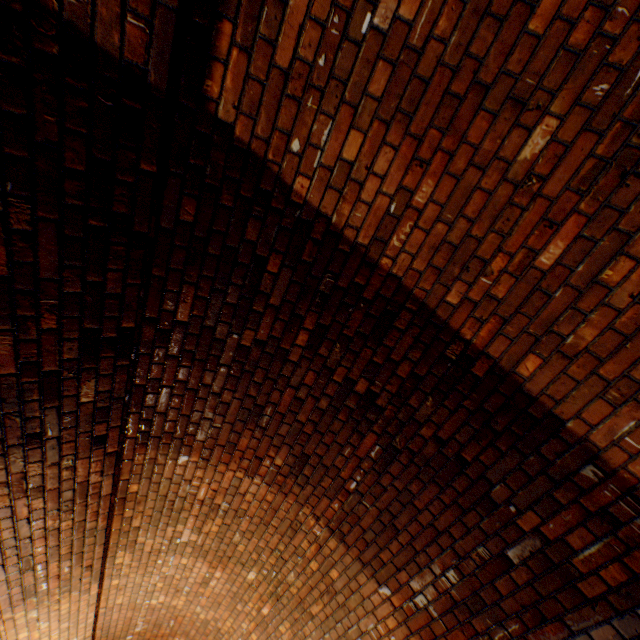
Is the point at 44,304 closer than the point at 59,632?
Yes
